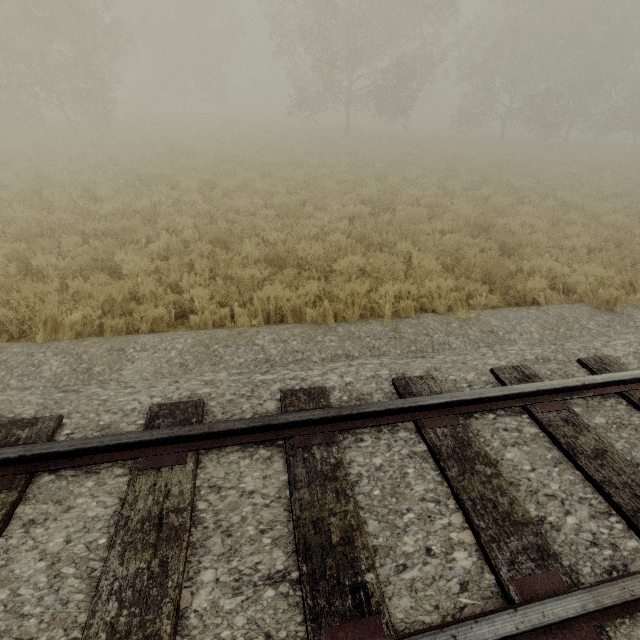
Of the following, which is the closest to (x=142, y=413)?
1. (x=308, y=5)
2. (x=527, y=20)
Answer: (x=308, y=5)
